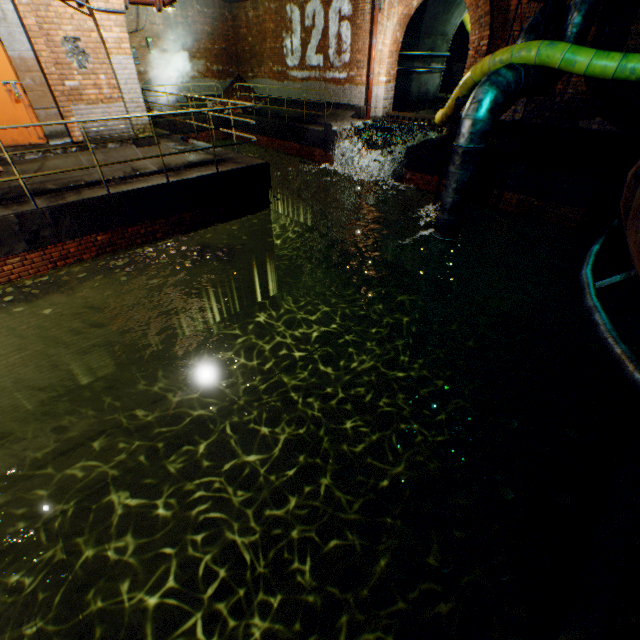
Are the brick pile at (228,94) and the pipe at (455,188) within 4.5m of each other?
no

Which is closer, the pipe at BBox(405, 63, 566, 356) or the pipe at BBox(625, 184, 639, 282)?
the pipe at BBox(625, 184, 639, 282)

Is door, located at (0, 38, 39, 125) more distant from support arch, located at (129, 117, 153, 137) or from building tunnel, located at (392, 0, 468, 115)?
building tunnel, located at (392, 0, 468, 115)

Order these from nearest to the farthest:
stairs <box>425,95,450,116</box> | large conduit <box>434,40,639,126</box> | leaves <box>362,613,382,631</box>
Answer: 1. leaves <box>362,613,382,631</box>
2. large conduit <box>434,40,639,126</box>
3. stairs <box>425,95,450,116</box>

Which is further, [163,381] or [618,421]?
[163,381]

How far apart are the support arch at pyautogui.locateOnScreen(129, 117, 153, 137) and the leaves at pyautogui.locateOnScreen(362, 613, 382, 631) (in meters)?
10.11

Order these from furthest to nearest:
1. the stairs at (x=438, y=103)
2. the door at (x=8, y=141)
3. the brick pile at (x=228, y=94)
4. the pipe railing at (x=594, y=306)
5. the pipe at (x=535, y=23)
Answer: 1. the brick pile at (x=228, y=94)
2. the stairs at (x=438, y=103)
3. the pipe at (x=535, y=23)
4. the door at (x=8, y=141)
5. the pipe railing at (x=594, y=306)

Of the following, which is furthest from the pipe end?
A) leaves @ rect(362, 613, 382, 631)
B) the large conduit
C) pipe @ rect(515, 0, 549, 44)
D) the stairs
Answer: the stairs
